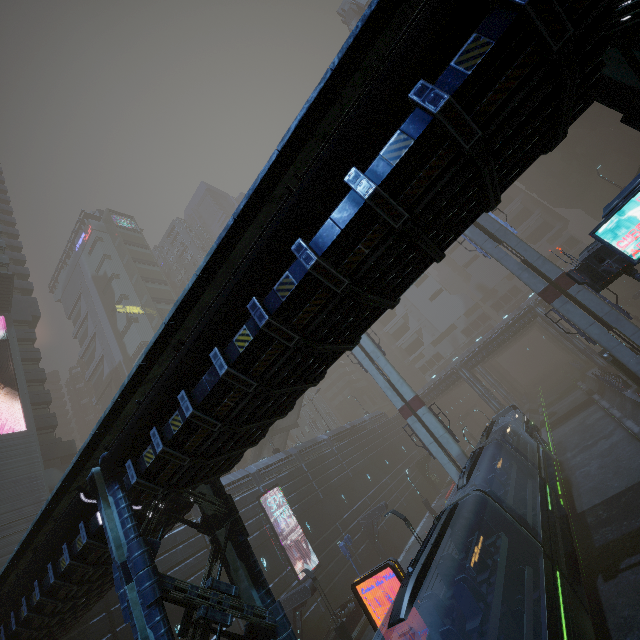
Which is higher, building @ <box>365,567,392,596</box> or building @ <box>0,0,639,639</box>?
building @ <box>0,0,639,639</box>

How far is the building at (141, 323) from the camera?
56.7 meters

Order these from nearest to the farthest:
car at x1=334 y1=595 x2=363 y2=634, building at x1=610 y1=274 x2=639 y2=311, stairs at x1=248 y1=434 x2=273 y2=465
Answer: car at x1=334 y1=595 x2=363 y2=634
stairs at x1=248 y1=434 x2=273 y2=465
building at x1=610 y1=274 x2=639 y2=311

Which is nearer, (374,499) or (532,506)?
(532,506)

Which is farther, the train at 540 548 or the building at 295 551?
the building at 295 551

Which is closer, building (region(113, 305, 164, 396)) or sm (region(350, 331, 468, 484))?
sm (region(350, 331, 468, 484))

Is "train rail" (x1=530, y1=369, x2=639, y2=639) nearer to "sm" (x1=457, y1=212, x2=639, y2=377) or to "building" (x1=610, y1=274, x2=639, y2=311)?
"building" (x1=610, y1=274, x2=639, y2=311)

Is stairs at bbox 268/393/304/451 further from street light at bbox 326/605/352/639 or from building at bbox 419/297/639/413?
street light at bbox 326/605/352/639
